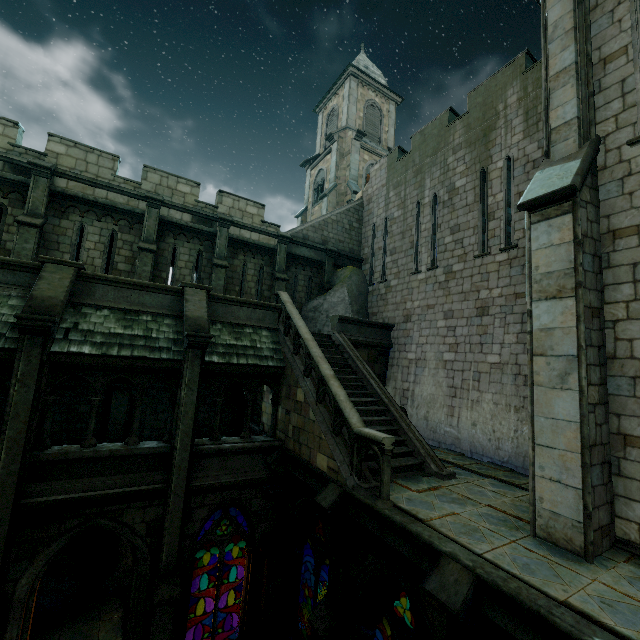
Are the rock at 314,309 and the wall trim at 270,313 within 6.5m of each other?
yes

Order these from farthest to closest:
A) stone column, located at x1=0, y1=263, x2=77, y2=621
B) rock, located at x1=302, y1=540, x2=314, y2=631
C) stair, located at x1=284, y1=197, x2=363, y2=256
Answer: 1. stair, located at x1=284, y1=197, x2=363, y2=256
2. rock, located at x1=302, y1=540, x2=314, y2=631
3. stone column, located at x1=0, y1=263, x2=77, y2=621

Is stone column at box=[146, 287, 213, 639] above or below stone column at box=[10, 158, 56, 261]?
below

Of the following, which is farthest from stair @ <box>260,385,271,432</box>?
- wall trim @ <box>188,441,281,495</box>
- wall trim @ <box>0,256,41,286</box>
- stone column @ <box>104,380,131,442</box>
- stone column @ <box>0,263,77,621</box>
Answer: wall trim @ <box>0,256,41,286</box>

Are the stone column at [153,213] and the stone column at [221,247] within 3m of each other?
yes

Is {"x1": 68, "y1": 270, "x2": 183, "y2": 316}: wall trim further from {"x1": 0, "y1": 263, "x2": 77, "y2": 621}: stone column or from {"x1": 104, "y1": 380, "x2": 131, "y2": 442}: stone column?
{"x1": 104, "y1": 380, "x2": 131, "y2": 442}: stone column

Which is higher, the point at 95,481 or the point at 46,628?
the point at 95,481

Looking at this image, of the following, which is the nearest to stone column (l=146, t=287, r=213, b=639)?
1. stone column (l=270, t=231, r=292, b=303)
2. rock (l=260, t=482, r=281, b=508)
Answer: rock (l=260, t=482, r=281, b=508)
